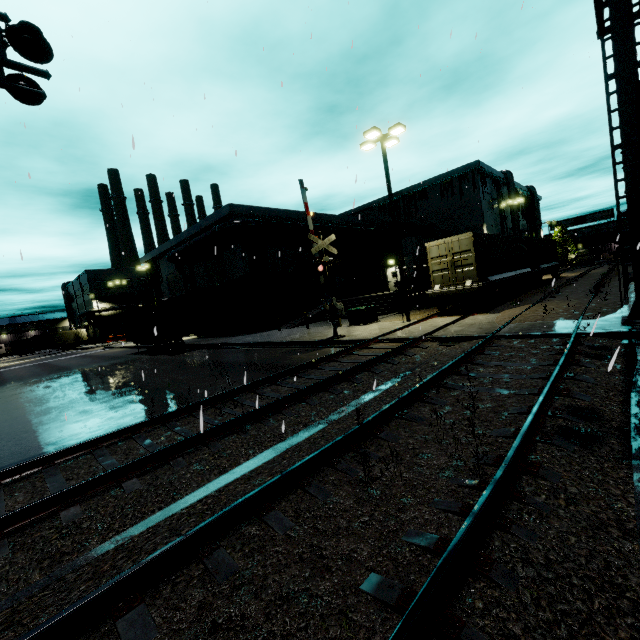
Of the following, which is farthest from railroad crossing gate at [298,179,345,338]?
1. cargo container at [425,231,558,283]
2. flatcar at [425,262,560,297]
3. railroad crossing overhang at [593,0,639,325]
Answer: flatcar at [425,262,560,297]

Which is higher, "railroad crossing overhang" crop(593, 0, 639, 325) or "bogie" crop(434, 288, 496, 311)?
"railroad crossing overhang" crop(593, 0, 639, 325)

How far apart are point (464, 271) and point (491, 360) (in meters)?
9.95

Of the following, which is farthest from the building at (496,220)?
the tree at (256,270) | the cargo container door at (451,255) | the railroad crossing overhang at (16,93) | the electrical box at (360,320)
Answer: the railroad crossing overhang at (16,93)

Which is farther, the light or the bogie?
the bogie

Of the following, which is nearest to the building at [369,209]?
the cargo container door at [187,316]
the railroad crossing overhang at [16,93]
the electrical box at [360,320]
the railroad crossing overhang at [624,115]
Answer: the electrical box at [360,320]

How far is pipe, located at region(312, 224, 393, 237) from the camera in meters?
32.3 m

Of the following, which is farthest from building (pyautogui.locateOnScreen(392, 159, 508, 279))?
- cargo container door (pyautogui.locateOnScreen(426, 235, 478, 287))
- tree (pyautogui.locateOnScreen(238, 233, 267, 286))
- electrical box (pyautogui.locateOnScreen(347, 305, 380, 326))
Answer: cargo container door (pyautogui.locateOnScreen(426, 235, 478, 287))
